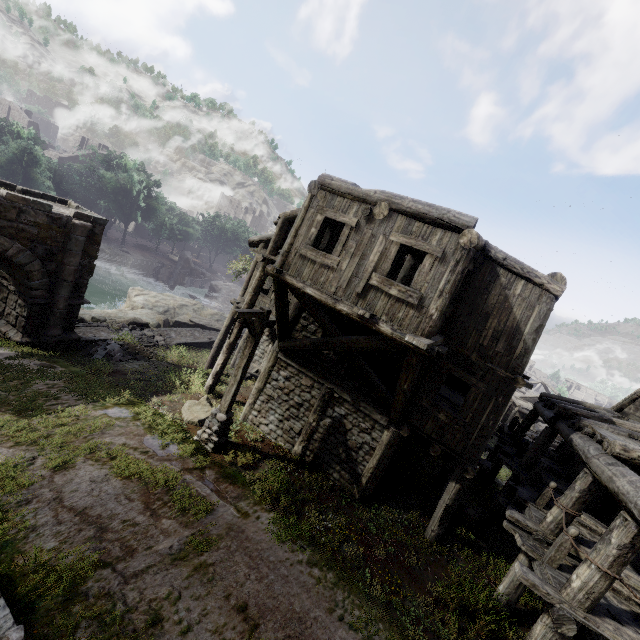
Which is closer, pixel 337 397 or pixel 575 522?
pixel 575 522

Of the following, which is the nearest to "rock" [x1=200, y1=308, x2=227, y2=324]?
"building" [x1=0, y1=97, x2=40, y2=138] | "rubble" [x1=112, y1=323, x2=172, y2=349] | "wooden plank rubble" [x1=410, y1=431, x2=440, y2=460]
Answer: "building" [x1=0, y1=97, x2=40, y2=138]

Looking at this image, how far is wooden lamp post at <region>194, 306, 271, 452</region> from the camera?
8.93m

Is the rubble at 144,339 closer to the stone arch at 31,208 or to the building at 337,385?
the stone arch at 31,208

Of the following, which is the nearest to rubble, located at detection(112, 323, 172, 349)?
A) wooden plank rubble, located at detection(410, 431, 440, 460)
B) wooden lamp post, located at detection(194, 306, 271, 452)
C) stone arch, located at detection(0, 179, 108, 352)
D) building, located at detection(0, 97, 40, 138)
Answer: stone arch, located at detection(0, 179, 108, 352)

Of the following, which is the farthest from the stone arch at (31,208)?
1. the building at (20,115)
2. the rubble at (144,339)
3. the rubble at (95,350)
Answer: the building at (20,115)

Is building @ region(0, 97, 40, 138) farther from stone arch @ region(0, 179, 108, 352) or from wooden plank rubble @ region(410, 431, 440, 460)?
stone arch @ region(0, 179, 108, 352)

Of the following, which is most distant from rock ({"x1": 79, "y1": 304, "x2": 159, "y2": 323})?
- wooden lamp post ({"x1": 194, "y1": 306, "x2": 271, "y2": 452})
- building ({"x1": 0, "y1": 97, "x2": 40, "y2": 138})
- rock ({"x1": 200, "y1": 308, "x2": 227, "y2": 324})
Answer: wooden lamp post ({"x1": 194, "y1": 306, "x2": 271, "y2": 452})
